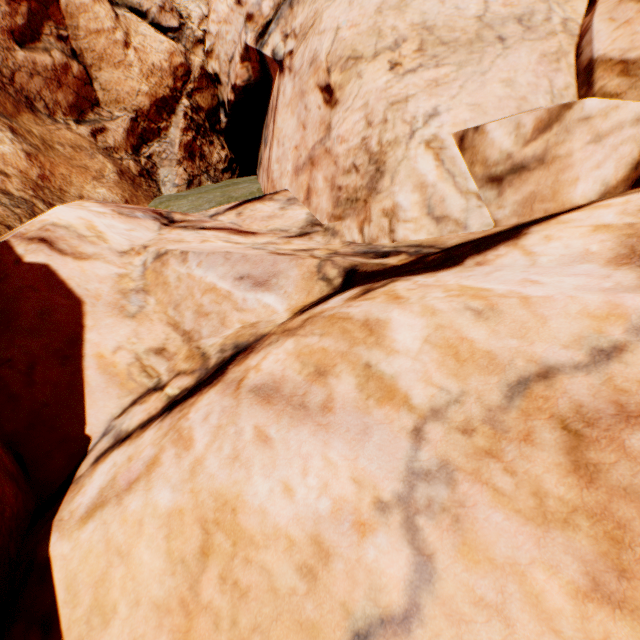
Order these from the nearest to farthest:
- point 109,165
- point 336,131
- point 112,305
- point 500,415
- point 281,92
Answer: point 500,415, point 112,305, point 336,131, point 281,92, point 109,165
